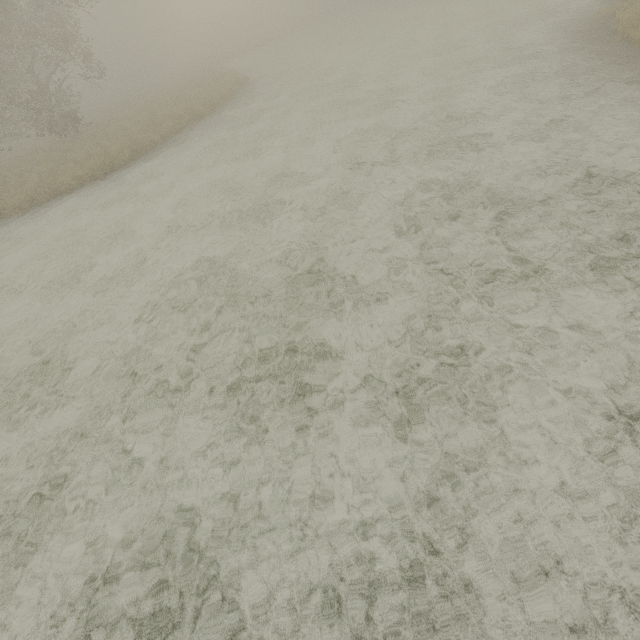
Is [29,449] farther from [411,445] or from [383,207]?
[383,207]
